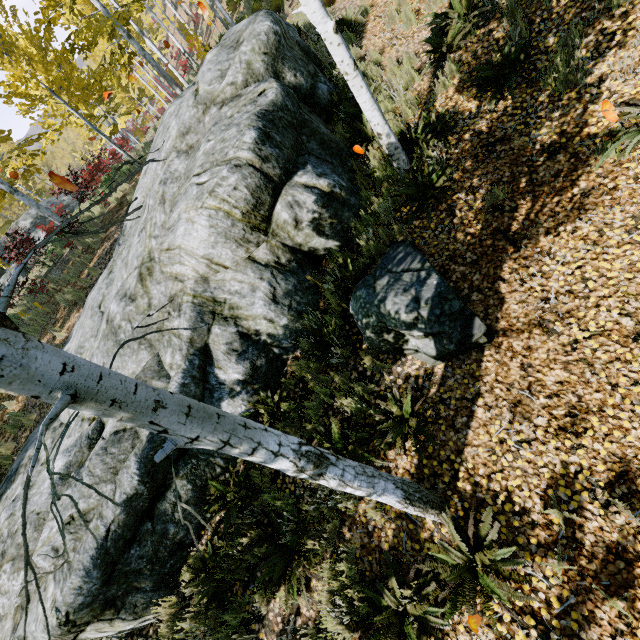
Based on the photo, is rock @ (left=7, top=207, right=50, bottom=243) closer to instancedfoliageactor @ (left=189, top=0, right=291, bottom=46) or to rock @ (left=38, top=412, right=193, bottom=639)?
instancedfoliageactor @ (left=189, top=0, right=291, bottom=46)

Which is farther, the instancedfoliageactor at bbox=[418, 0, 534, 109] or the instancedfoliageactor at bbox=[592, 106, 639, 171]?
the instancedfoliageactor at bbox=[418, 0, 534, 109]

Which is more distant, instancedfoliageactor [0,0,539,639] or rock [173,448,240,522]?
rock [173,448,240,522]

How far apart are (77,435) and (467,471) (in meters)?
6.46

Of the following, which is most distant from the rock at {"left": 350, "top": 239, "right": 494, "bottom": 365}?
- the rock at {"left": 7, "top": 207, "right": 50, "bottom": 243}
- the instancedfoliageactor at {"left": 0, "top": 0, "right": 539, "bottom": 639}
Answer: the rock at {"left": 7, "top": 207, "right": 50, "bottom": 243}

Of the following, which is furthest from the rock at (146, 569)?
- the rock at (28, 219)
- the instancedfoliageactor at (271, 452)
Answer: the rock at (28, 219)

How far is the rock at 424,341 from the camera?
3.8m

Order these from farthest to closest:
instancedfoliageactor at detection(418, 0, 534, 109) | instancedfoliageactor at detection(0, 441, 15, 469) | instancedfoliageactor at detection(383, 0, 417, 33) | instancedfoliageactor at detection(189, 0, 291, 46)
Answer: instancedfoliageactor at detection(189, 0, 291, 46)
instancedfoliageactor at detection(0, 441, 15, 469)
instancedfoliageactor at detection(383, 0, 417, 33)
instancedfoliageactor at detection(418, 0, 534, 109)
